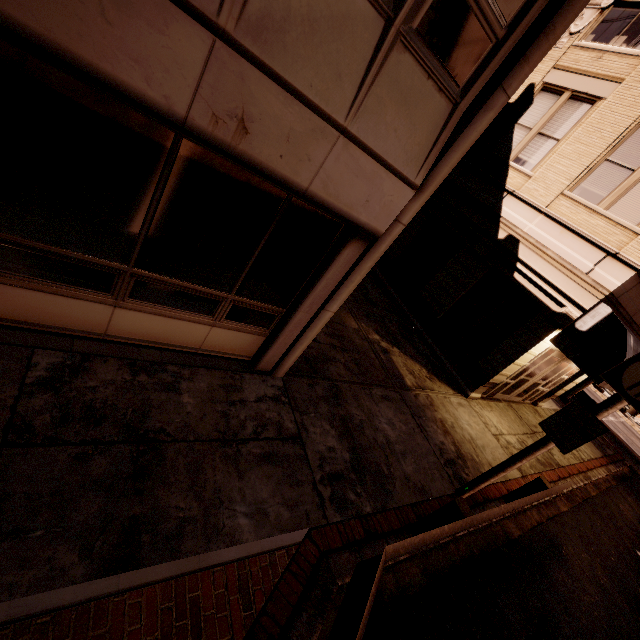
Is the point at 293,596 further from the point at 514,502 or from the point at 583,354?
the point at 583,354

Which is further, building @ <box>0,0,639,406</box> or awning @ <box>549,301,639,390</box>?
awning @ <box>549,301,639,390</box>

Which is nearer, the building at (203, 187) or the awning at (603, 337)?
the building at (203, 187)
